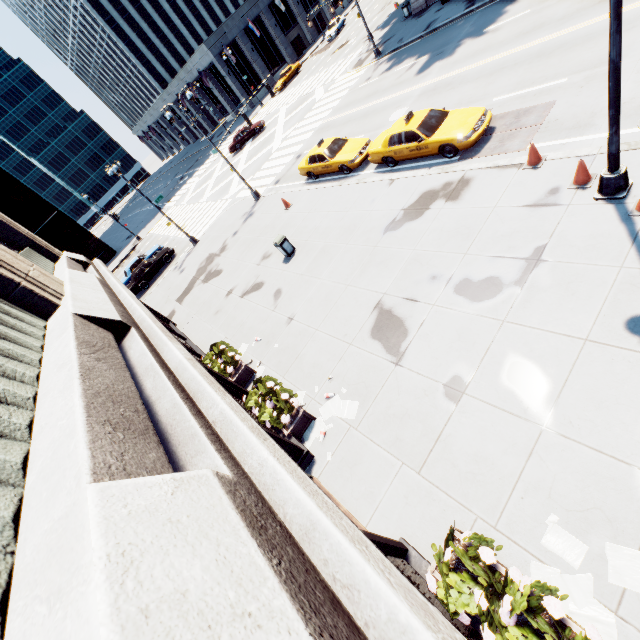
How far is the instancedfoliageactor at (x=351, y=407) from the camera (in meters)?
8.48

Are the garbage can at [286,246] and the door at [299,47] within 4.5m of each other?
no

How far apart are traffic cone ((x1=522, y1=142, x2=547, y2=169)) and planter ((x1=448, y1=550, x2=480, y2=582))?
10.0m

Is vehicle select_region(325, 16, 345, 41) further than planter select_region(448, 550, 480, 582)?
Yes

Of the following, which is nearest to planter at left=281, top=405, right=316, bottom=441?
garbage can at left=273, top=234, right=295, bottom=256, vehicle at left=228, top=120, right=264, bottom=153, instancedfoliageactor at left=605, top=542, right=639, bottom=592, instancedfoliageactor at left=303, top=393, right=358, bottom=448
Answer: instancedfoliageactor at left=303, top=393, right=358, bottom=448

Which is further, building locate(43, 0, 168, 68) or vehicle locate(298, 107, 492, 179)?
building locate(43, 0, 168, 68)

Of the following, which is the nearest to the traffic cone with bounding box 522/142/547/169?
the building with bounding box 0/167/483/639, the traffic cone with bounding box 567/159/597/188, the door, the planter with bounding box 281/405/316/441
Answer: the traffic cone with bounding box 567/159/597/188

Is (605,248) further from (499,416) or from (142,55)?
(142,55)
